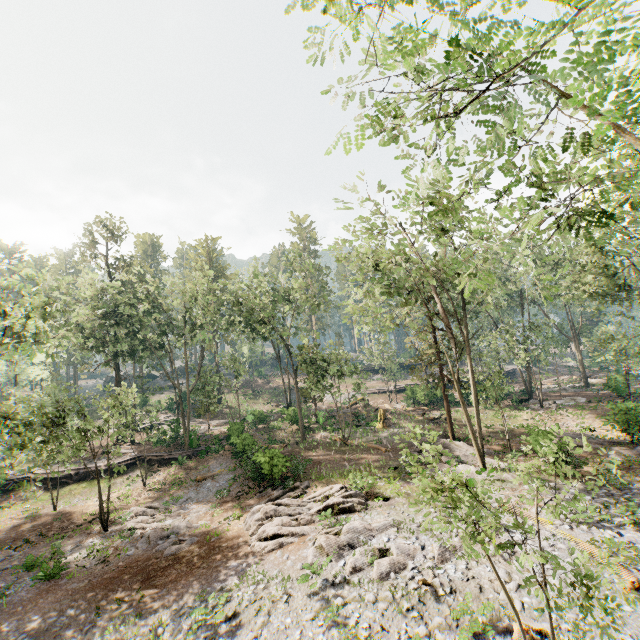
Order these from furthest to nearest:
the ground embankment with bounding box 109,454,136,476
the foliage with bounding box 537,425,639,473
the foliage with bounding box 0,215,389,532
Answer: the ground embankment with bounding box 109,454,136,476, the foliage with bounding box 0,215,389,532, the foliage with bounding box 537,425,639,473

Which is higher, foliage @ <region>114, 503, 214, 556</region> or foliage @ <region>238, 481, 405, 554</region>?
foliage @ <region>238, 481, 405, 554</region>

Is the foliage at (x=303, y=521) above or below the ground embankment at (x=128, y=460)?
below

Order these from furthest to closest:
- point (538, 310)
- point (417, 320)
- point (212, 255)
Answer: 1. point (212, 255)
2. point (538, 310)
3. point (417, 320)

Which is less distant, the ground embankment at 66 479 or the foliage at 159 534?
the foliage at 159 534

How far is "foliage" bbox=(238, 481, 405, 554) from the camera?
15.5 meters

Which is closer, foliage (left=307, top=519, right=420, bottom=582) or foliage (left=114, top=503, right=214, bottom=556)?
foliage (left=307, top=519, right=420, bottom=582)
